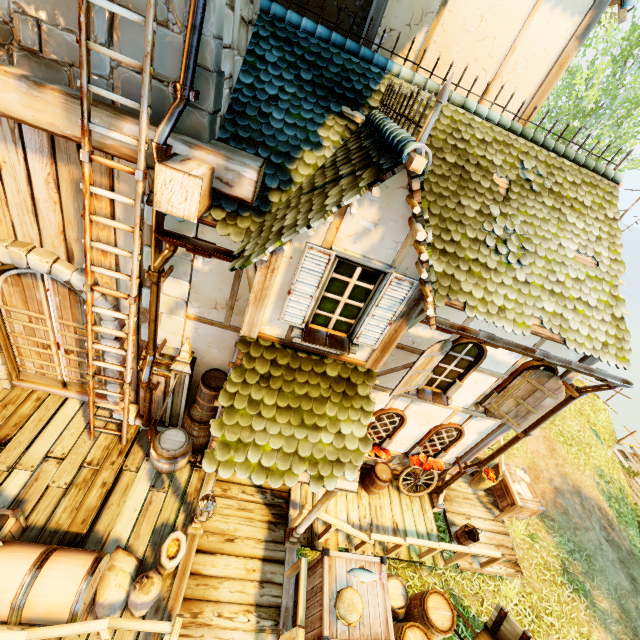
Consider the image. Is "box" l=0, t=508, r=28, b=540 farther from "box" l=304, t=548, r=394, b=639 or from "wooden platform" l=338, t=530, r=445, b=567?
"wooden platform" l=338, t=530, r=445, b=567

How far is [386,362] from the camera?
6.0m

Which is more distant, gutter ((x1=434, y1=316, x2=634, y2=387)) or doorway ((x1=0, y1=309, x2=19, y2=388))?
doorway ((x1=0, y1=309, x2=19, y2=388))

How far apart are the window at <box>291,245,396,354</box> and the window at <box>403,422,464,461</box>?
3.9 meters

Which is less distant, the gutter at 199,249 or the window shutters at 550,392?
the gutter at 199,249

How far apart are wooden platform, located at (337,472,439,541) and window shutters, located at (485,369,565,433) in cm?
345

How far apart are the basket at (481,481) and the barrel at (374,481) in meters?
2.9

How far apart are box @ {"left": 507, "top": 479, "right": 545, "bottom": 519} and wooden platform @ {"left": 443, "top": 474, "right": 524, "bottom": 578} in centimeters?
4cm
